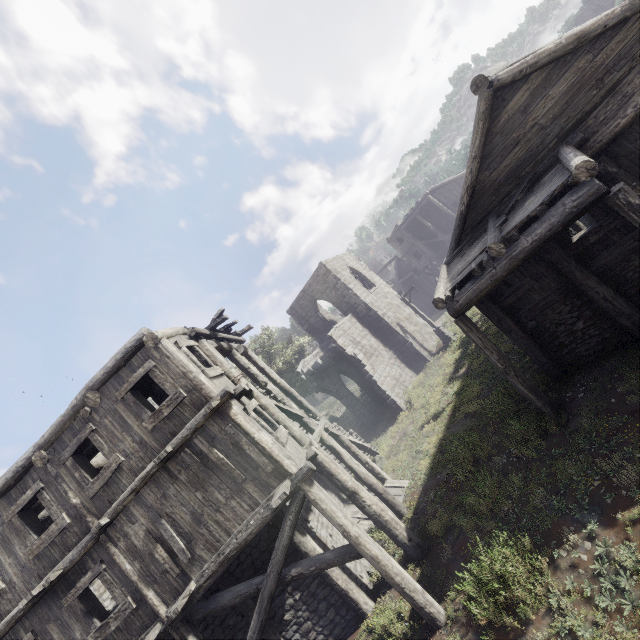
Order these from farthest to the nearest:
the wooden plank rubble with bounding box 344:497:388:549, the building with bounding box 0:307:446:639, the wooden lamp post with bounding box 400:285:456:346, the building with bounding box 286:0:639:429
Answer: the wooden lamp post with bounding box 400:285:456:346 → the wooden plank rubble with bounding box 344:497:388:549 → the building with bounding box 0:307:446:639 → the building with bounding box 286:0:639:429

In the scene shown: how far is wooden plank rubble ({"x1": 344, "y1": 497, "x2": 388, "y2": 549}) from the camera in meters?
11.5

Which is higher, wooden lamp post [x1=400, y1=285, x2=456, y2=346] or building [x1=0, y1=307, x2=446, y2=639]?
building [x1=0, y1=307, x2=446, y2=639]

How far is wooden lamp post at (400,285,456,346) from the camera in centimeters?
2441cm

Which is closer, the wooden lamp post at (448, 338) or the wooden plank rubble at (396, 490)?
the wooden plank rubble at (396, 490)

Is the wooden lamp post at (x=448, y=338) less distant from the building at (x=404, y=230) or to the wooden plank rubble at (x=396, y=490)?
the building at (x=404, y=230)

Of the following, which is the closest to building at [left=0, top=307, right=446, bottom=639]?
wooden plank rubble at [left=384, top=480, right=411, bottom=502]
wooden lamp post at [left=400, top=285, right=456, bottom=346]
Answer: wooden plank rubble at [left=384, top=480, right=411, bottom=502]

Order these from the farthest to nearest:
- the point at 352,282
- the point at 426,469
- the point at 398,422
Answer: the point at 352,282, the point at 398,422, the point at 426,469
